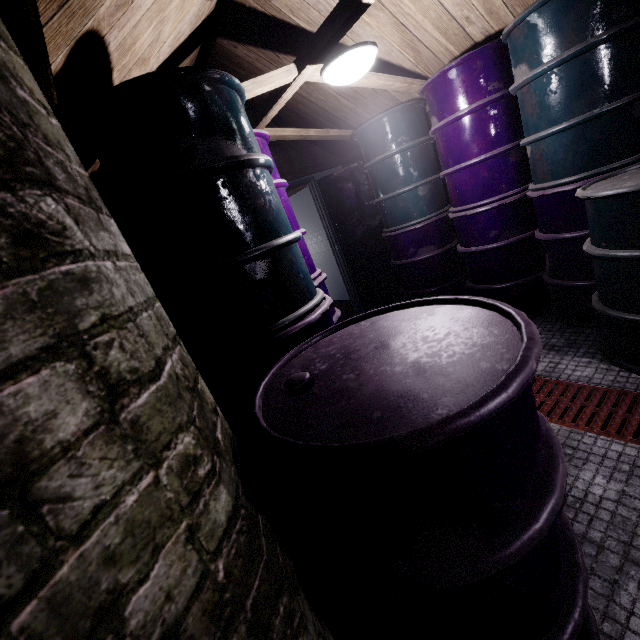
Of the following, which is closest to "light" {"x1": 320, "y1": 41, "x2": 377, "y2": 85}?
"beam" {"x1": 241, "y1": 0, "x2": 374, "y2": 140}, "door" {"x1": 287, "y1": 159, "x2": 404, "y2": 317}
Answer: "beam" {"x1": 241, "y1": 0, "x2": 374, "y2": 140}

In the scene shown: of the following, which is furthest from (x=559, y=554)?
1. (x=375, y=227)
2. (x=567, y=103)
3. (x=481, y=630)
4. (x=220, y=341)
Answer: (x=375, y=227)

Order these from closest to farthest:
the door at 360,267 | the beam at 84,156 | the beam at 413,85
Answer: the beam at 84,156 < the beam at 413,85 < the door at 360,267

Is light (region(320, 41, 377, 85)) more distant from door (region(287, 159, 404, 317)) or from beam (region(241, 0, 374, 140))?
door (region(287, 159, 404, 317))

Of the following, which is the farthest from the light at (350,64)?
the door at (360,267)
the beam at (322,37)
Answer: the door at (360,267)

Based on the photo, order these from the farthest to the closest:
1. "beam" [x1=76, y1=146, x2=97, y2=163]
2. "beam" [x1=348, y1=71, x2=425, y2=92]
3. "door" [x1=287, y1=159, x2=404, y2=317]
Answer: "door" [x1=287, y1=159, x2=404, y2=317]
"beam" [x1=348, y1=71, x2=425, y2=92]
"beam" [x1=76, y1=146, x2=97, y2=163]

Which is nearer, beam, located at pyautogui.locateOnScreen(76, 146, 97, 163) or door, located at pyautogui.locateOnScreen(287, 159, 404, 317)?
beam, located at pyautogui.locateOnScreen(76, 146, 97, 163)
